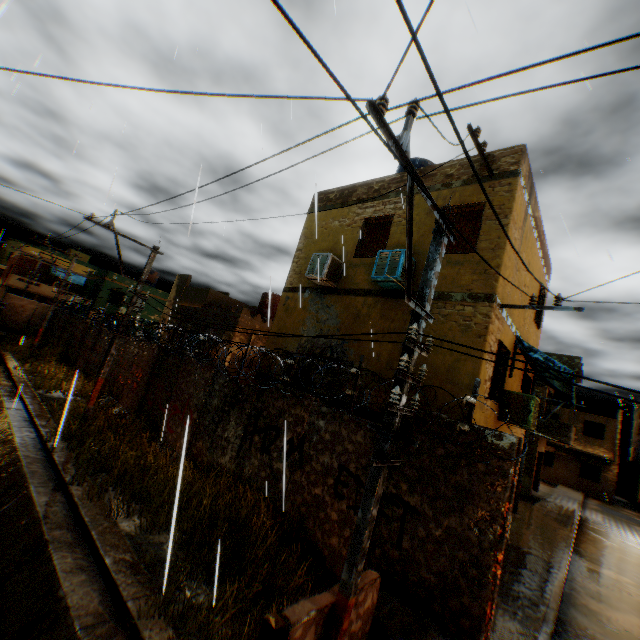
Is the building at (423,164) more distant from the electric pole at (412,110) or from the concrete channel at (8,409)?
the electric pole at (412,110)

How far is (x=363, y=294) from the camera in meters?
9.3 m

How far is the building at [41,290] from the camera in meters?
34.9

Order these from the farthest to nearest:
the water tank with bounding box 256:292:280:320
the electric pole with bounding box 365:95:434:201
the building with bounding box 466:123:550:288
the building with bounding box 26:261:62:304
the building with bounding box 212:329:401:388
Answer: the building with bounding box 26:261:62:304, the water tank with bounding box 256:292:280:320, the building with bounding box 212:329:401:388, the building with bounding box 466:123:550:288, the electric pole with bounding box 365:95:434:201

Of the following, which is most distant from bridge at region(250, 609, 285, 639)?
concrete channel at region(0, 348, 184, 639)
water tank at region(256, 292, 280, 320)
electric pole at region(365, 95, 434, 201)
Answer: water tank at region(256, 292, 280, 320)

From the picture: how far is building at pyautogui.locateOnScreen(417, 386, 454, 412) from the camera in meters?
7.0
